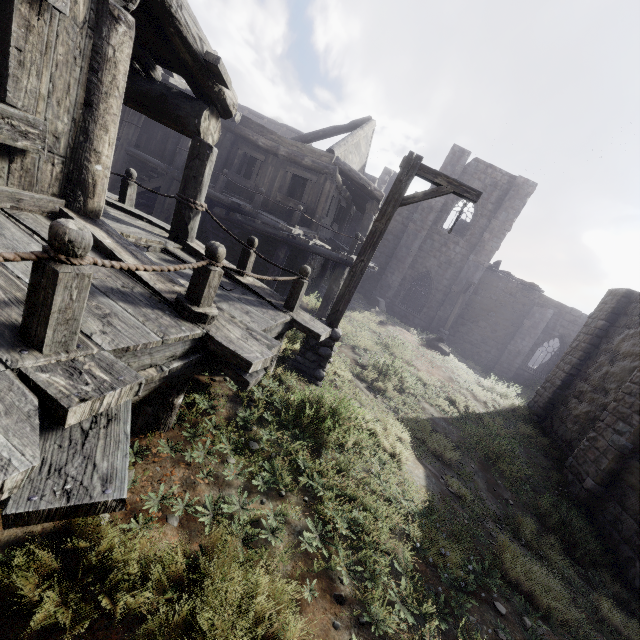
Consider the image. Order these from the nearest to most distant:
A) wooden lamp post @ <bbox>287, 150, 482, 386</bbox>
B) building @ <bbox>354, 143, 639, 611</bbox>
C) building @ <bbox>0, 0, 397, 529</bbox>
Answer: building @ <bbox>0, 0, 397, 529</bbox>
wooden lamp post @ <bbox>287, 150, 482, 386</bbox>
building @ <bbox>354, 143, 639, 611</bbox>

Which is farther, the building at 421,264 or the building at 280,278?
the building at 421,264

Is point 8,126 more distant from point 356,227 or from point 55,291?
point 356,227

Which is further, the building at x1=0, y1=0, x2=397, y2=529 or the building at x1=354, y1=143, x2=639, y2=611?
the building at x1=354, y1=143, x2=639, y2=611

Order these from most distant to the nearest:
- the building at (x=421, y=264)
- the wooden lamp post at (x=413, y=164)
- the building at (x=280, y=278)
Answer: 1. the building at (x=421, y=264)
2. the wooden lamp post at (x=413, y=164)
3. the building at (x=280, y=278)

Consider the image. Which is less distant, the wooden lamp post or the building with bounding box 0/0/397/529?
the building with bounding box 0/0/397/529

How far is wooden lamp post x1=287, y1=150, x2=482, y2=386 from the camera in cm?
584
